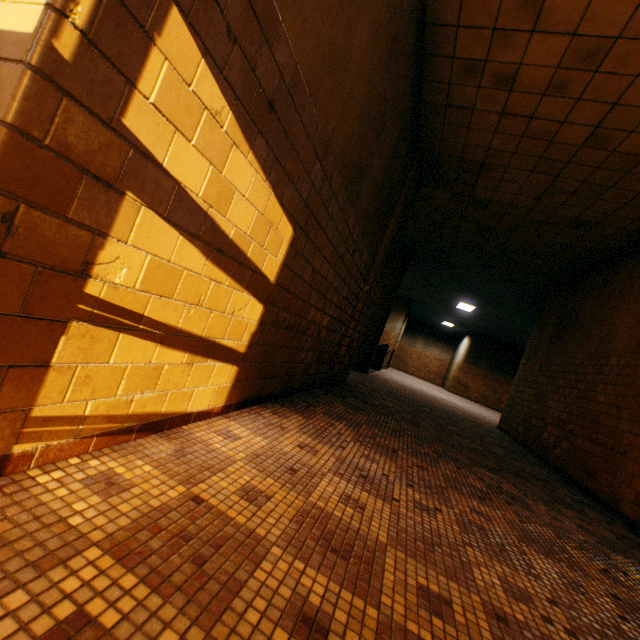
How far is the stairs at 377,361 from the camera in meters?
13.5

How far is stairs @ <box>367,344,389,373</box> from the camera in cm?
1354

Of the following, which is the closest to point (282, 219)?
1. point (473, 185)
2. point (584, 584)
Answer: point (584, 584)
